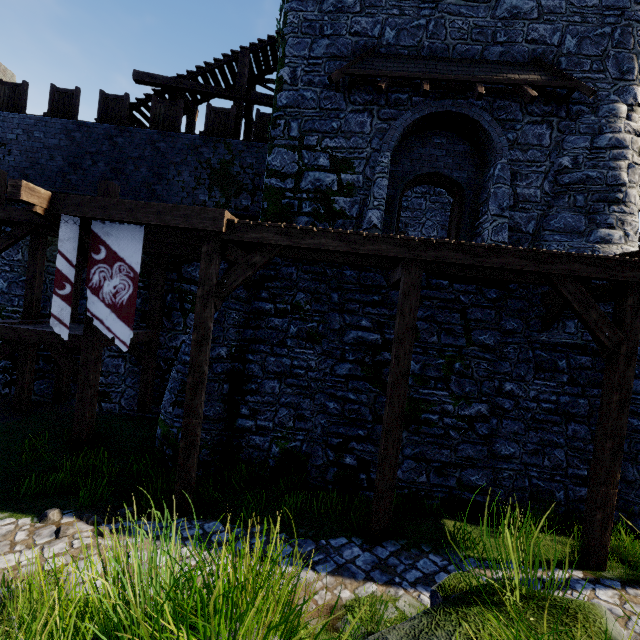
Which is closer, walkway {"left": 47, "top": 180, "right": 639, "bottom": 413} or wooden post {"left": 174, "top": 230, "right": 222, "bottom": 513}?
walkway {"left": 47, "top": 180, "right": 639, "bottom": 413}

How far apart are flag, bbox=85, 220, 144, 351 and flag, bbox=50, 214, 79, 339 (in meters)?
0.22

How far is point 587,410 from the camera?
7.65m

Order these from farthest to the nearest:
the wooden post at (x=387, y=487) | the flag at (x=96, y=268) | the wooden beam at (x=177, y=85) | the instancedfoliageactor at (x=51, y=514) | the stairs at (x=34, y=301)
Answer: the wooden beam at (x=177, y=85)
the stairs at (x=34, y=301)
the flag at (x=96, y=268)
the wooden post at (x=387, y=487)
the instancedfoliageactor at (x=51, y=514)

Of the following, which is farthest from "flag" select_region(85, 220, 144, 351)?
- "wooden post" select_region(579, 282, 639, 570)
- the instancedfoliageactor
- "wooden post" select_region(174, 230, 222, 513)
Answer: "wooden post" select_region(579, 282, 639, 570)

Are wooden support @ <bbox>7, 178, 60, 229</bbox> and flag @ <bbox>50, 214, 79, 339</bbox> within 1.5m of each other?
yes

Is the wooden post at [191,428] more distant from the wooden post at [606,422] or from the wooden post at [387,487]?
the wooden post at [606,422]

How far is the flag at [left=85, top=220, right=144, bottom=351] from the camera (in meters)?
6.82
